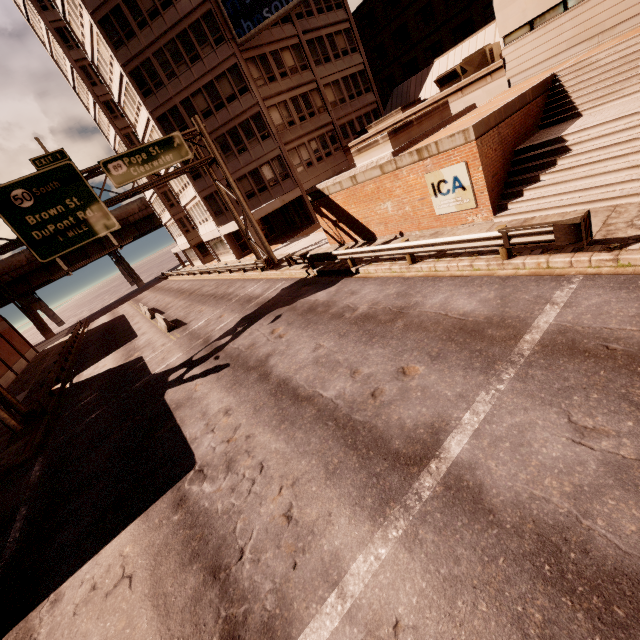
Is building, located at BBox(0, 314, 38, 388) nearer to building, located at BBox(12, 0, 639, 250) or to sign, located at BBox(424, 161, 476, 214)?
building, located at BBox(12, 0, 639, 250)

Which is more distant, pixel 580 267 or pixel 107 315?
pixel 107 315

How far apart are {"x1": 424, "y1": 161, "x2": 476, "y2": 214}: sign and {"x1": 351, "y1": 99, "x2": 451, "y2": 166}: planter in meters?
2.6 m

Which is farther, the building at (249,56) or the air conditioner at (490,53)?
the air conditioner at (490,53)

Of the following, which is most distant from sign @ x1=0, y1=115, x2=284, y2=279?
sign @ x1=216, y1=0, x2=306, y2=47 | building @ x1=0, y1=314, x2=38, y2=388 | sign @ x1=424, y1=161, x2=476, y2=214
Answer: sign @ x1=424, y1=161, x2=476, y2=214

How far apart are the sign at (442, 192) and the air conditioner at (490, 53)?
12.7 meters

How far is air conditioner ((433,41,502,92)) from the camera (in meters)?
19.12

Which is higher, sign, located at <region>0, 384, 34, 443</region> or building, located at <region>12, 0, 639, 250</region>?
building, located at <region>12, 0, 639, 250</region>
